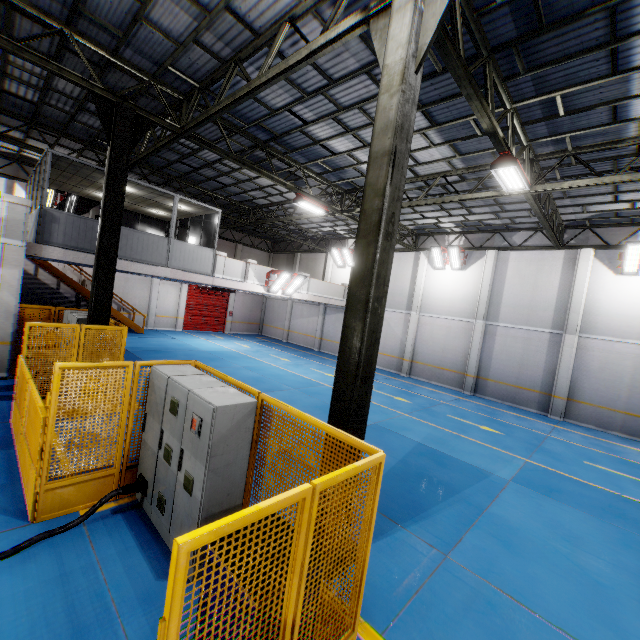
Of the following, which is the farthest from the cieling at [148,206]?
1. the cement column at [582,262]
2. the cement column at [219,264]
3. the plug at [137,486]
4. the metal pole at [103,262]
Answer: the cement column at [582,262]

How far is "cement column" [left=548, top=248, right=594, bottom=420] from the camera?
14.6 meters

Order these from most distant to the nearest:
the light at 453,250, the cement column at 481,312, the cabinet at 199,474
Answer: the light at 453,250 < the cement column at 481,312 < the cabinet at 199,474

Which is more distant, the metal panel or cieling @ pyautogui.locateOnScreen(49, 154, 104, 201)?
cieling @ pyautogui.locateOnScreen(49, 154, 104, 201)

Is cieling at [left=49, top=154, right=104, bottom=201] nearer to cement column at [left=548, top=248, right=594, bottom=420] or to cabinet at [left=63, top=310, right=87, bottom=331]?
cabinet at [left=63, top=310, right=87, bottom=331]

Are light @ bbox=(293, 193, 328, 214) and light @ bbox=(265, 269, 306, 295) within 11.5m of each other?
yes

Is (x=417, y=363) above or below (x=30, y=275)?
below

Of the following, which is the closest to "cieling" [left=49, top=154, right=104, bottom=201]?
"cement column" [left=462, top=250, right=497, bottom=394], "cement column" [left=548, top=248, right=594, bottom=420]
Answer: "cement column" [left=462, top=250, right=497, bottom=394]
